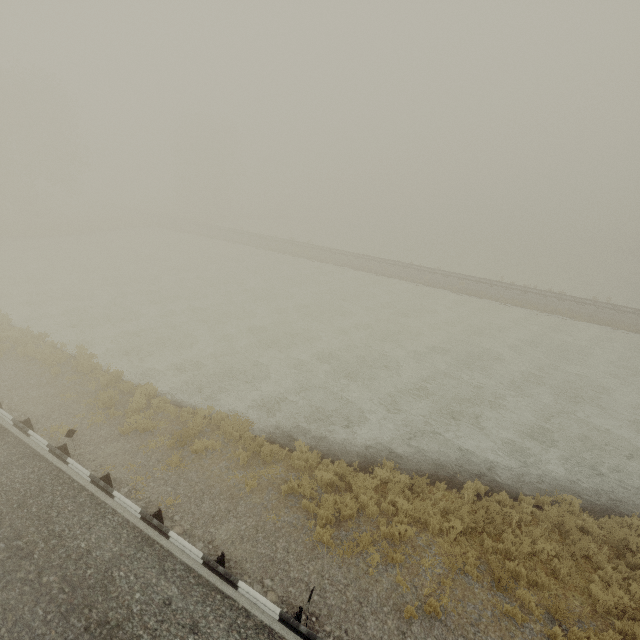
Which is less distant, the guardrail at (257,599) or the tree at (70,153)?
the guardrail at (257,599)

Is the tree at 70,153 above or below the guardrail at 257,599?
above

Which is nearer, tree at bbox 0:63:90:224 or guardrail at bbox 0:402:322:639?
guardrail at bbox 0:402:322:639

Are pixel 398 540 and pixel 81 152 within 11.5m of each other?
no

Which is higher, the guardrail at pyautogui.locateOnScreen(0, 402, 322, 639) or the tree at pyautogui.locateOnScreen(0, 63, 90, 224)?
the tree at pyautogui.locateOnScreen(0, 63, 90, 224)
